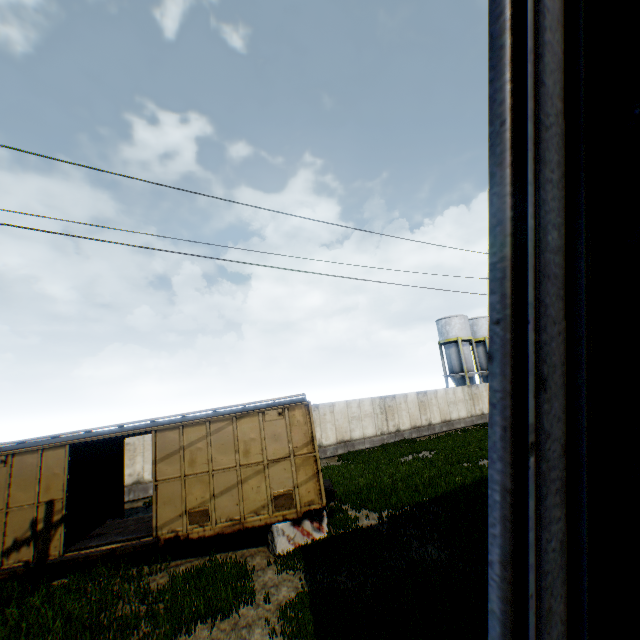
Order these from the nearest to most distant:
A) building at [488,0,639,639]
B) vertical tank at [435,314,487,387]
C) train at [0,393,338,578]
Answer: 1. building at [488,0,639,639]
2. train at [0,393,338,578]
3. vertical tank at [435,314,487,387]

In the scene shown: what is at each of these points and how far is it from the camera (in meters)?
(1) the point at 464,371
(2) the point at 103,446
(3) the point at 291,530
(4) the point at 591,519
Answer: (1) vertical tank, 40.84
(2) train, 13.06
(3) concrete block, 9.81
(4) building, 1.17

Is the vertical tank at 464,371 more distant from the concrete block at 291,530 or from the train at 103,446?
the concrete block at 291,530

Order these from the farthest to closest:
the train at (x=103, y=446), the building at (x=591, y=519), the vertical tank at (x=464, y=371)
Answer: the vertical tank at (x=464, y=371), the train at (x=103, y=446), the building at (x=591, y=519)

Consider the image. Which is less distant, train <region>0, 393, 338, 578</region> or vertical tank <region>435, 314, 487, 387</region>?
train <region>0, 393, 338, 578</region>

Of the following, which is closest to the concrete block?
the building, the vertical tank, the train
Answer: the train

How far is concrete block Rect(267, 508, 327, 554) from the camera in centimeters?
960cm

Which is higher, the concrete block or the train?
the train
